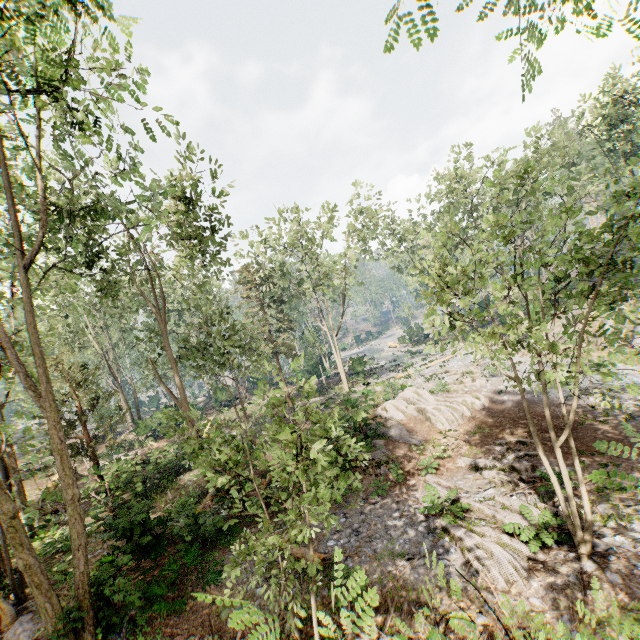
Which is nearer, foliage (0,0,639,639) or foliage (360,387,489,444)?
foliage (0,0,639,639)

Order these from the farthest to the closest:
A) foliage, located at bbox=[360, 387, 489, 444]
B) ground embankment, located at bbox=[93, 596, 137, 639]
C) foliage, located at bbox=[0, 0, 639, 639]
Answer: foliage, located at bbox=[360, 387, 489, 444] → ground embankment, located at bbox=[93, 596, 137, 639] → foliage, located at bbox=[0, 0, 639, 639]

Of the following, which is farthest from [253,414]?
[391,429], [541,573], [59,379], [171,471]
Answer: [541,573]

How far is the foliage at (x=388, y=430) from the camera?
17.69m

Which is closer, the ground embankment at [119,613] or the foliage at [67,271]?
the foliage at [67,271]

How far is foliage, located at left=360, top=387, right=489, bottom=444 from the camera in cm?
1769

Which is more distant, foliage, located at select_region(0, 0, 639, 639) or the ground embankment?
the ground embankment
